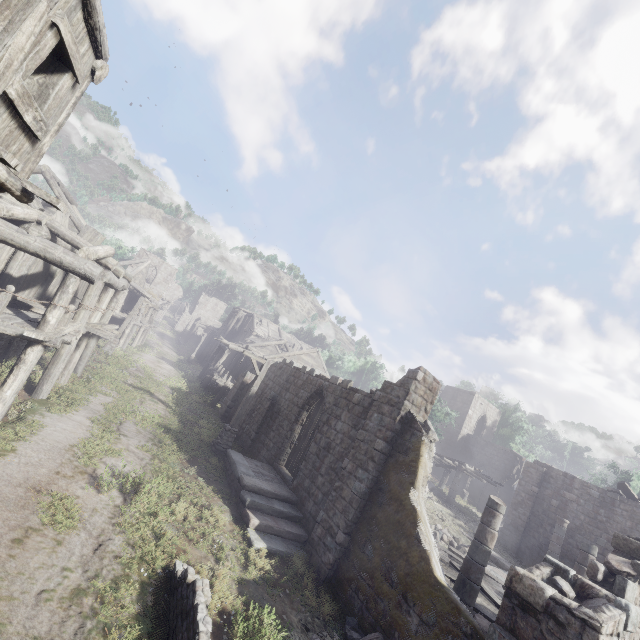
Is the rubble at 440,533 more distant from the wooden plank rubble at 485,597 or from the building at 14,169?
the wooden plank rubble at 485,597

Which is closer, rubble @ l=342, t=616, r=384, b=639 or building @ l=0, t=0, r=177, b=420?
building @ l=0, t=0, r=177, b=420

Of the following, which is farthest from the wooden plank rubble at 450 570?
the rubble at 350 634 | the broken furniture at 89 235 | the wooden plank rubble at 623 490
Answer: the broken furniture at 89 235

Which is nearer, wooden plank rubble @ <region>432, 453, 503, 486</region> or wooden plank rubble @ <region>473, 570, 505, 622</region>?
wooden plank rubble @ <region>473, 570, 505, 622</region>

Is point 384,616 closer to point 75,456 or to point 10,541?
point 10,541

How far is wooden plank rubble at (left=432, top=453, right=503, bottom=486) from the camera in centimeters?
2462cm

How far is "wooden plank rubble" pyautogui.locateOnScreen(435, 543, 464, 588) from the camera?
10.39m

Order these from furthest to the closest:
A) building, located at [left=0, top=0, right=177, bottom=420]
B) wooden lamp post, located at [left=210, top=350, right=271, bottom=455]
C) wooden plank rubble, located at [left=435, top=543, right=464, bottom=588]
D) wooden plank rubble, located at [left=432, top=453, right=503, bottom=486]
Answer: wooden plank rubble, located at [left=432, top=453, right=503, bottom=486]
wooden lamp post, located at [left=210, top=350, right=271, bottom=455]
wooden plank rubble, located at [left=435, top=543, right=464, bottom=588]
building, located at [left=0, top=0, right=177, bottom=420]
